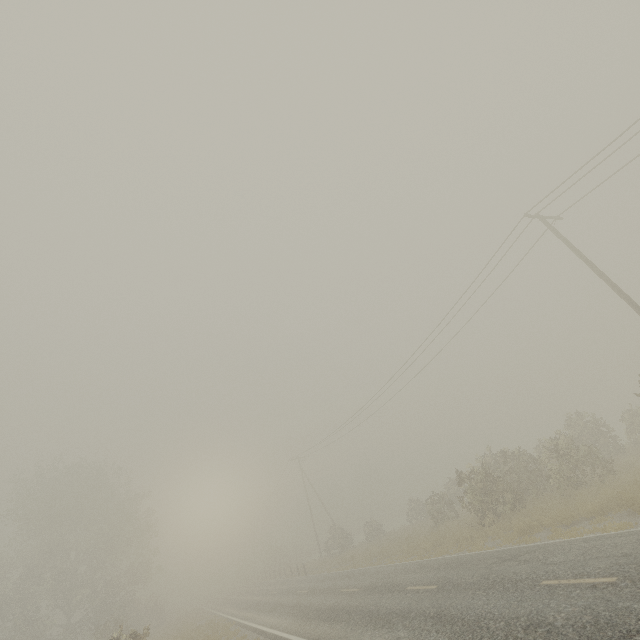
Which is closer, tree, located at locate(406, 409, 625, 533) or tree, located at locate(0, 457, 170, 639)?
tree, located at locate(406, 409, 625, 533)

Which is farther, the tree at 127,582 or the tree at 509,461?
the tree at 127,582

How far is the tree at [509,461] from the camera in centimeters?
1689cm

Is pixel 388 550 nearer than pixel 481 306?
No

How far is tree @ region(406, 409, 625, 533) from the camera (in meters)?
16.89
